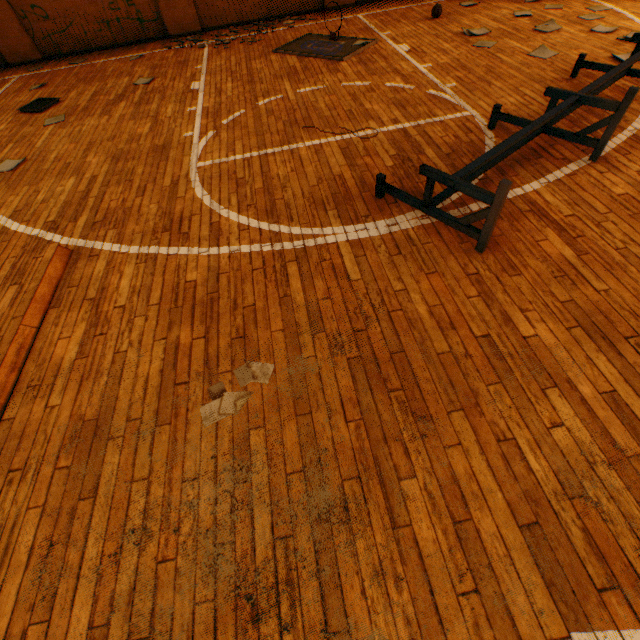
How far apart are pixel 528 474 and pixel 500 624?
0.7 meters

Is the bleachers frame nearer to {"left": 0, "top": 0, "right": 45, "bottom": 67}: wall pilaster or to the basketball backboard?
the basketball backboard

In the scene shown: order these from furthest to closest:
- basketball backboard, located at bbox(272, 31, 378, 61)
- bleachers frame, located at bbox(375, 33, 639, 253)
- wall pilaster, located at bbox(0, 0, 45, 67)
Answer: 1. wall pilaster, located at bbox(0, 0, 45, 67)
2. basketball backboard, located at bbox(272, 31, 378, 61)
3. bleachers frame, located at bbox(375, 33, 639, 253)

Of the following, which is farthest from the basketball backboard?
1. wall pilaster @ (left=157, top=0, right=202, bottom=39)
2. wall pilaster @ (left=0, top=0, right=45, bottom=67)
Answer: wall pilaster @ (left=0, top=0, right=45, bottom=67)

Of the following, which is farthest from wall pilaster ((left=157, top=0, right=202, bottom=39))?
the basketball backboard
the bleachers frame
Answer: the bleachers frame

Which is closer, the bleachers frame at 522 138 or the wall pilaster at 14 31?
the bleachers frame at 522 138

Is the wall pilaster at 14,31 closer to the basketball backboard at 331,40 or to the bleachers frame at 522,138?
the basketball backboard at 331,40

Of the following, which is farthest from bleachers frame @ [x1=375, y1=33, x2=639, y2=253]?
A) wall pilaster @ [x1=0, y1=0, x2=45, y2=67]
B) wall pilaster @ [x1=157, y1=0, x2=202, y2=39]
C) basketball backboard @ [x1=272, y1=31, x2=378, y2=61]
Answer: wall pilaster @ [x1=0, y1=0, x2=45, y2=67]
